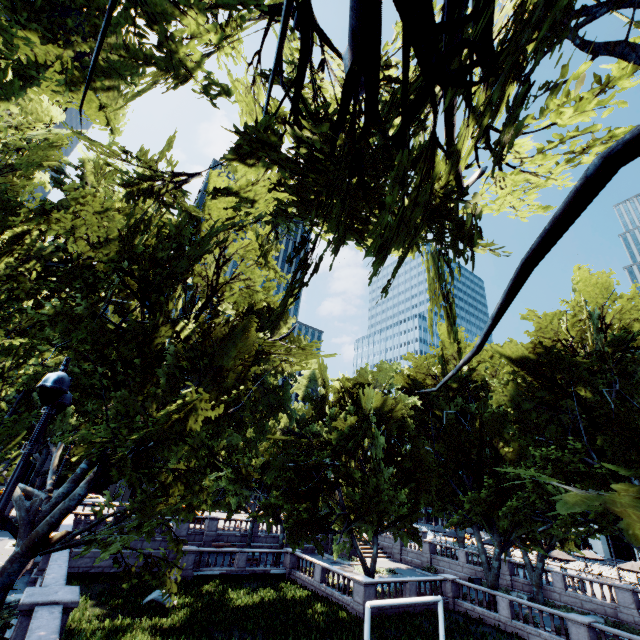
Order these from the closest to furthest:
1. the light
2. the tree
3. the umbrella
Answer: the tree < the light < the umbrella

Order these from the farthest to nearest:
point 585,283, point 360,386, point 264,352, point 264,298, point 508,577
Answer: point 508,577 < point 360,386 < point 585,283 < point 264,298 < point 264,352

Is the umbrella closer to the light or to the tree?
the tree

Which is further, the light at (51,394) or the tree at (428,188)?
the light at (51,394)

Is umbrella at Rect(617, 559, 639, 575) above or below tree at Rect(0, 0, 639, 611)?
below

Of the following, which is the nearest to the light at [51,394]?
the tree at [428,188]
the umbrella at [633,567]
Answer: the tree at [428,188]

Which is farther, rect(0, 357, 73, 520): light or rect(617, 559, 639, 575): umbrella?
rect(617, 559, 639, 575): umbrella
